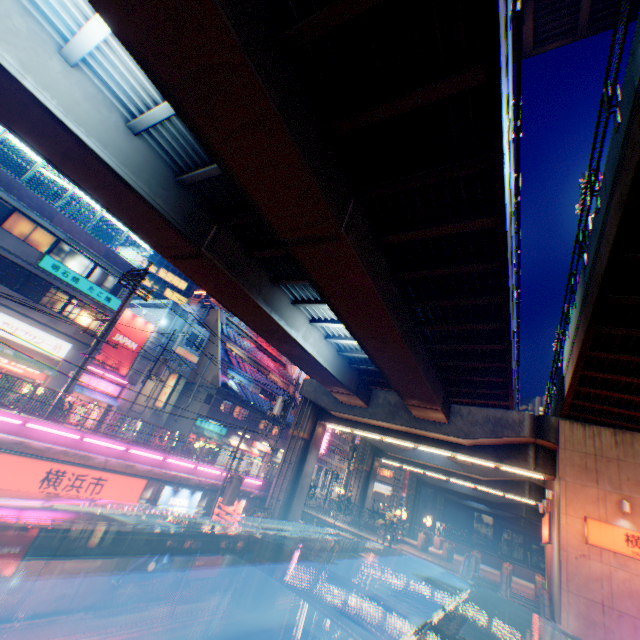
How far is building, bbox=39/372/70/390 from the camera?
22.00m

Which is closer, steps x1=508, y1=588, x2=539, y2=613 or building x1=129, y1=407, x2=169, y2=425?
steps x1=508, y1=588, x2=539, y2=613

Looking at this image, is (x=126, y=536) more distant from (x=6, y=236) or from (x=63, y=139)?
(x=6, y=236)

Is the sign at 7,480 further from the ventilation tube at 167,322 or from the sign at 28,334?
the ventilation tube at 167,322

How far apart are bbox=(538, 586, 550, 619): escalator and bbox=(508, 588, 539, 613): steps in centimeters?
0cm

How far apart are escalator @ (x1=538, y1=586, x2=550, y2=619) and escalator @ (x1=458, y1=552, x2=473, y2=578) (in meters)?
3.29

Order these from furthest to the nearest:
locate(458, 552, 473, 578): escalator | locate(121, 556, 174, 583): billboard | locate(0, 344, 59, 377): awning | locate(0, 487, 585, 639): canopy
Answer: locate(0, 344, 59, 377): awning, locate(458, 552, 473, 578): escalator, locate(121, 556, 174, 583): billboard, locate(0, 487, 585, 639): canopy

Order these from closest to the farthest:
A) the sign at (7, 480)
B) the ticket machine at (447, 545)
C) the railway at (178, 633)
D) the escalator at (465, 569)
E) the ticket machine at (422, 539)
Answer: the sign at (7, 480)
the railway at (178, 633)
the escalator at (465, 569)
the ticket machine at (447, 545)
the ticket machine at (422, 539)
